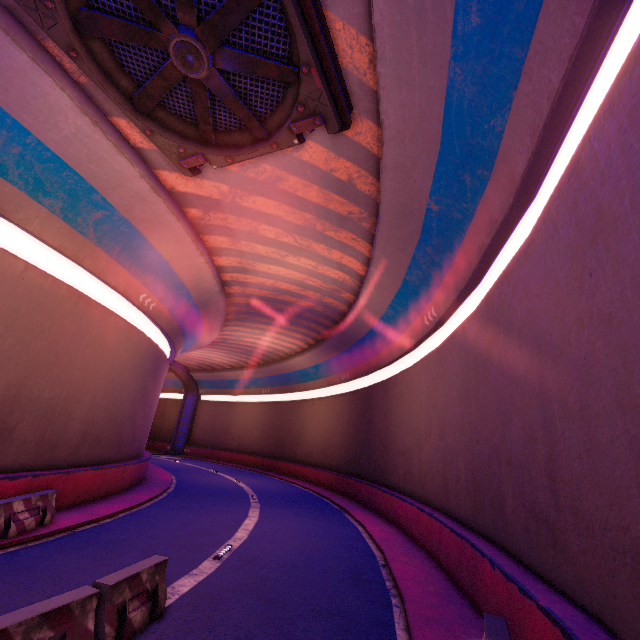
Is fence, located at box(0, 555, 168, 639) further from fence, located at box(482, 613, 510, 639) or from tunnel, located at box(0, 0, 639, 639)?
fence, located at box(482, 613, 510, 639)

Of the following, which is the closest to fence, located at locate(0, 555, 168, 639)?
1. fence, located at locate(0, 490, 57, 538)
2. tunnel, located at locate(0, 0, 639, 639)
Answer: tunnel, located at locate(0, 0, 639, 639)

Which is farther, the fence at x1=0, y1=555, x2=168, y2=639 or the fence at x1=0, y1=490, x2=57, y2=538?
the fence at x1=0, y1=490, x2=57, y2=538

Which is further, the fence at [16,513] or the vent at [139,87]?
the fence at [16,513]

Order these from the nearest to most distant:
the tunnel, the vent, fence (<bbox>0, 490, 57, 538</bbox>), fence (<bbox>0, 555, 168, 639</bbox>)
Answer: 1. fence (<bbox>0, 555, 168, 639</bbox>)
2. the tunnel
3. the vent
4. fence (<bbox>0, 490, 57, 538</bbox>)

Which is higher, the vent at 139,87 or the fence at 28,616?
the vent at 139,87

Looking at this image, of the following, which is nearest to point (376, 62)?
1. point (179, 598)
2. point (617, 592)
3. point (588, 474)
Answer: point (588, 474)

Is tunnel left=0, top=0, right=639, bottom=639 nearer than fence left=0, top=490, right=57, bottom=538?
Yes
